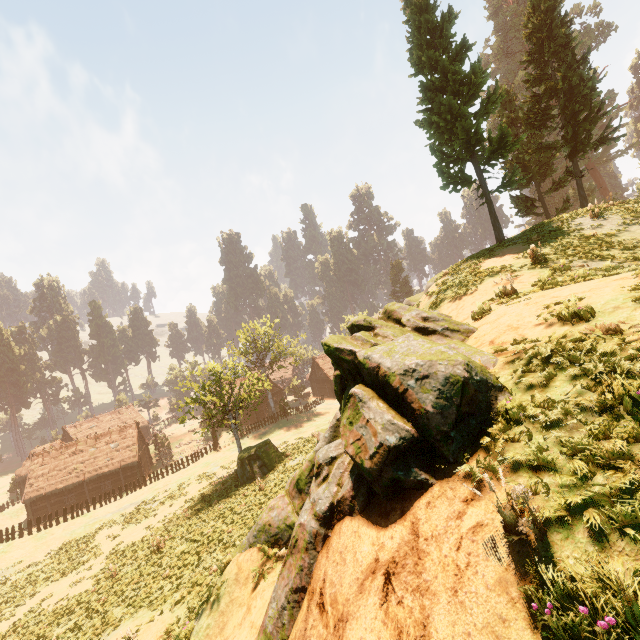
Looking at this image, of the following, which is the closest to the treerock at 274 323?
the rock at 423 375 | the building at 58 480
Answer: the building at 58 480

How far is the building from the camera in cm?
3931

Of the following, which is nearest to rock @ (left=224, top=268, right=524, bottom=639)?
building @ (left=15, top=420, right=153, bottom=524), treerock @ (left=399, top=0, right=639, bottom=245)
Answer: treerock @ (left=399, top=0, right=639, bottom=245)

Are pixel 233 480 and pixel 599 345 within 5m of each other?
no

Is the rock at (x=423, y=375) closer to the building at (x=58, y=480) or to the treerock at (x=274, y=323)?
the treerock at (x=274, y=323)

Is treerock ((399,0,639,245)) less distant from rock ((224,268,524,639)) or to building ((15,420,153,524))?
building ((15,420,153,524))

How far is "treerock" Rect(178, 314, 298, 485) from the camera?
24.8 meters
